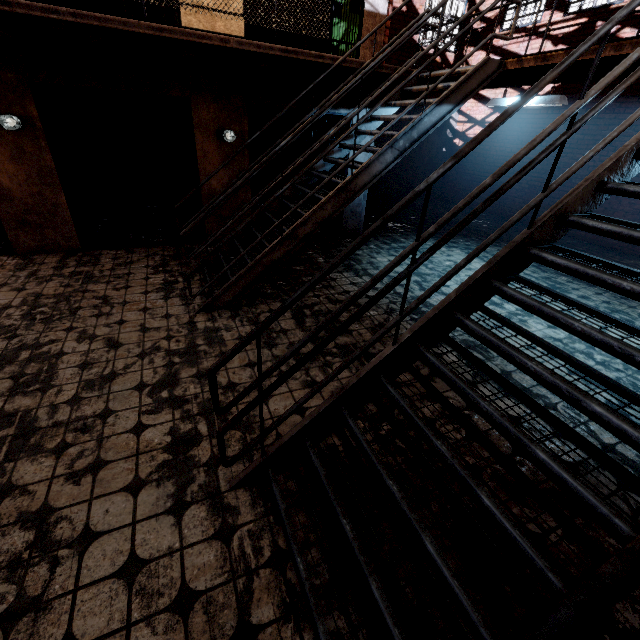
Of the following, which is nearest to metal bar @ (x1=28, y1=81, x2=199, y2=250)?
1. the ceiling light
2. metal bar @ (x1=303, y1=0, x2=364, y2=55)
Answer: metal bar @ (x1=303, y1=0, x2=364, y2=55)

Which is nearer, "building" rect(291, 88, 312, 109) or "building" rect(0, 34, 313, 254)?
"building" rect(0, 34, 313, 254)

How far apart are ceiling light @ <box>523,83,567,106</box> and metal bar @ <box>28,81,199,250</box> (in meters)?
4.77

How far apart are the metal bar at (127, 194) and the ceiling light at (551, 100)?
4.8 meters

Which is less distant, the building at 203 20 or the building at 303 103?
the building at 203 20

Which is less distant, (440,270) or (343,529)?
(343,529)

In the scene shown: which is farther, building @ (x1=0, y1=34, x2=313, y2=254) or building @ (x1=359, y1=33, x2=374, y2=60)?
building @ (x1=359, y1=33, x2=374, y2=60)

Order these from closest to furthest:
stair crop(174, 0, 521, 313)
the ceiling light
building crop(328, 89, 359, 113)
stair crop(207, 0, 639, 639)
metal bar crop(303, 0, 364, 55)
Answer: stair crop(207, 0, 639, 639)
stair crop(174, 0, 521, 313)
the ceiling light
metal bar crop(303, 0, 364, 55)
building crop(328, 89, 359, 113)
